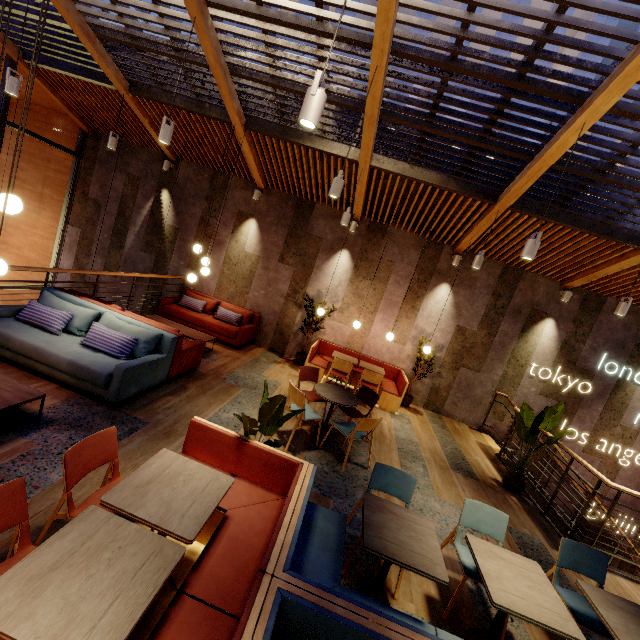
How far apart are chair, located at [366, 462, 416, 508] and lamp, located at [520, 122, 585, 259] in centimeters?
311cm

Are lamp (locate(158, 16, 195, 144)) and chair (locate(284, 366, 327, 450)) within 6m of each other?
yes

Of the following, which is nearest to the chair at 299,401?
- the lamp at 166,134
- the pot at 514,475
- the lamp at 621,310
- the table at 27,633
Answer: the table at 27,633

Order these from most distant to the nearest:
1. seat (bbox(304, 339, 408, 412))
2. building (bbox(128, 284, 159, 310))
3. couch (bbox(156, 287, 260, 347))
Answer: building (bbox(128, 284, 159, 310)) < couch (bbox(156, 287, 260, 347)) < seat (bbox(304, 339, 408, 412))

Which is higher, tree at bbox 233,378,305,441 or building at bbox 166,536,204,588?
tree at bbox 233,378,305,441

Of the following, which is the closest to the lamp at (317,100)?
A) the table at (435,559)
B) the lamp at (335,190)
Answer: the lamp at (335,190)

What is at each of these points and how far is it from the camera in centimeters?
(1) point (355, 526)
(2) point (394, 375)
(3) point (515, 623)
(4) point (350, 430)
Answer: (1) building, 356cm
(2) seat, 848cm
(3) building, 304cm
(4) chair, 477cm

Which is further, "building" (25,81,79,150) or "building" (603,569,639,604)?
"building" (25,81,79,150)
